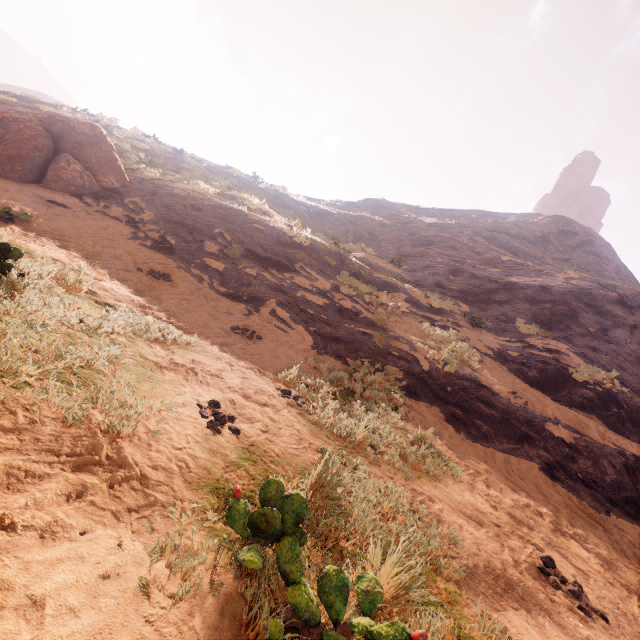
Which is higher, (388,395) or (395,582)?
(388,395)

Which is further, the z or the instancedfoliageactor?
the instancedfoliageactor

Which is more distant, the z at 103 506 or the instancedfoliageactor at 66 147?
the instancedfoliageactor at 66 147
